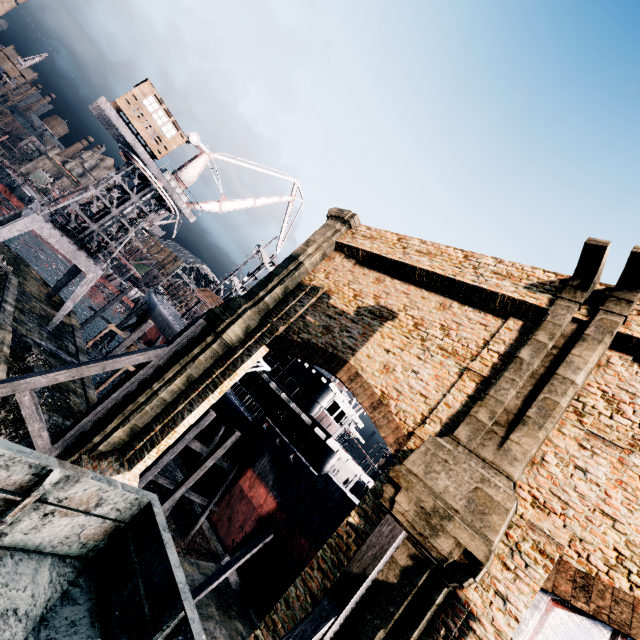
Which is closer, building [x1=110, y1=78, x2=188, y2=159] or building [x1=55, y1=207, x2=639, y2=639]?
building [x1=55, y1=207, x2=639, y2=639]

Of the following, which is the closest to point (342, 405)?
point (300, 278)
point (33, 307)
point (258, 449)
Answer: point (258, 449)

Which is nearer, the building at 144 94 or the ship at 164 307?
the building at 144 94

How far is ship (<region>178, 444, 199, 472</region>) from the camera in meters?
25.9 m

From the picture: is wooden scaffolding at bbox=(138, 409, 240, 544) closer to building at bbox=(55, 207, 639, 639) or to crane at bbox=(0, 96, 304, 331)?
building at bbox=(55, 207, 639, 639)

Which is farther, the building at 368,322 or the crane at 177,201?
the crane at 177,201

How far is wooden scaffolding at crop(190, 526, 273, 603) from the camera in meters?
17.9

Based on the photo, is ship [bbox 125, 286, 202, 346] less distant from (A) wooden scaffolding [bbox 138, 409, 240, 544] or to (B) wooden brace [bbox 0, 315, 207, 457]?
(A) wooden scaffolding [bbox 138, 409, 240, 544]
